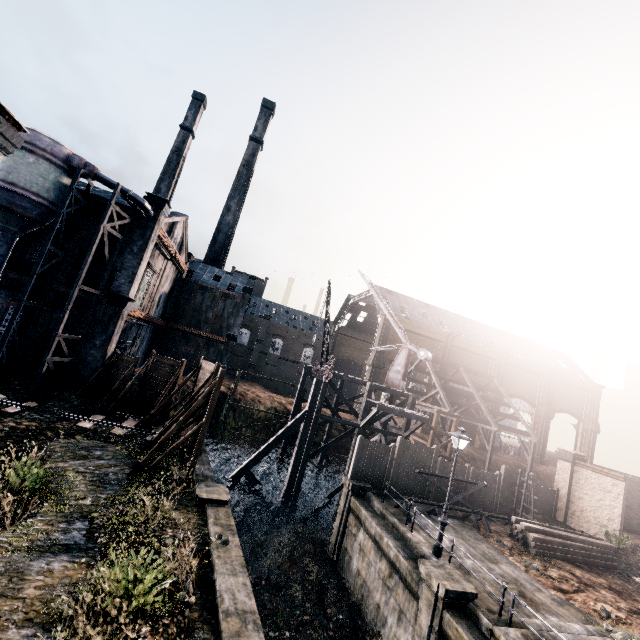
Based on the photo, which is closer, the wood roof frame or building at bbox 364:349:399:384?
the wood roof frame

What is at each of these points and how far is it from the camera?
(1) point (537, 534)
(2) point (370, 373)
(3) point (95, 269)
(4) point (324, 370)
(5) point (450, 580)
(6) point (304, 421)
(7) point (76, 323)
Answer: (1) wood pile, 18.4m
(2) building, 52.8m
(3) building, 25.2m
(4) crane, 25.7m
(5) column, 12.0m
(6) wooden brace, 26.6m
(7) building, 24.6m

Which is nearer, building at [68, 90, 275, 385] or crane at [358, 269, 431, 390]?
building at [68, 90, 275, 385]

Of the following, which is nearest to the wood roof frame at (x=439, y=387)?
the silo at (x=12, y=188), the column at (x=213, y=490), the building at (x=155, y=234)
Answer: the column at (x=213, y=490)

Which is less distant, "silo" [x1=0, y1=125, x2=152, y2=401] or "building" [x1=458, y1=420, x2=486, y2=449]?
"silo" [x1=0, y1=125, x2=152, y2=401]

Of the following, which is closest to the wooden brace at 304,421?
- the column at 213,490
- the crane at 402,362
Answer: the crane at 402,362

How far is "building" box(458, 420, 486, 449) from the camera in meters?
56.8 m

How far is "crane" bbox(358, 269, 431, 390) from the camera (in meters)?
29.91
